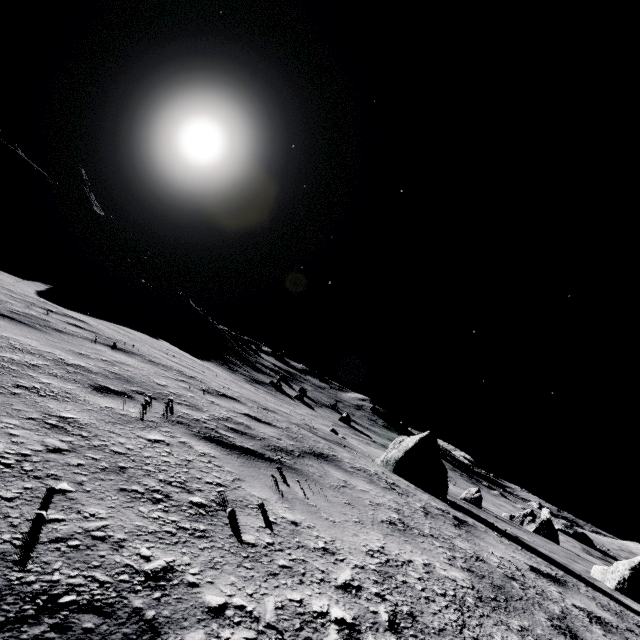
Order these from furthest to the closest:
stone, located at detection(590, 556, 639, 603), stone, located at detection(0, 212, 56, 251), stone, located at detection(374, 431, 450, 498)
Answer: stone, located at detection(0, 212, 56, 251), stone, located at detection(374, 431, 450, 498), stone, located at detection(590, 556, 639, 603)

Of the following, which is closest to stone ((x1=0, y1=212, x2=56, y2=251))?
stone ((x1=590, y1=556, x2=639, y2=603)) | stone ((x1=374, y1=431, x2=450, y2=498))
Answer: stone ((x1=374, y1=431, x2=450, y2=498))

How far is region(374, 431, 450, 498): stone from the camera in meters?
6.9 m

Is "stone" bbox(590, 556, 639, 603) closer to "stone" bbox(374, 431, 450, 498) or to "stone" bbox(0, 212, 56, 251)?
"stone" bbox(374, 431, 450, 498)

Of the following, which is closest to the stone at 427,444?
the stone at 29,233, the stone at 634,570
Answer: the stone at 634,570

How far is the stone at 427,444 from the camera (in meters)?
6.92

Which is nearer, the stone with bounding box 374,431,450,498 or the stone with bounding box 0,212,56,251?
the stone with bounding box 374,431,450,498

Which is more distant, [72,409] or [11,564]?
[72,409]
